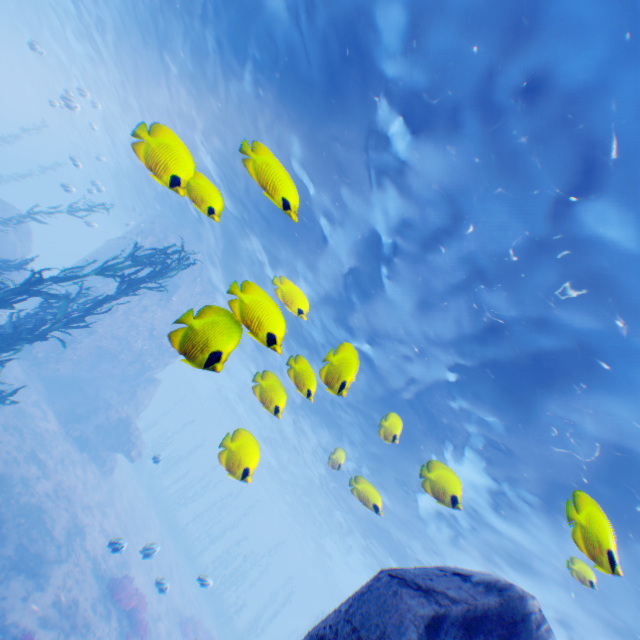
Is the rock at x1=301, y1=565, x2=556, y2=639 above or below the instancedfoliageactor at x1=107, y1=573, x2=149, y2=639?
above

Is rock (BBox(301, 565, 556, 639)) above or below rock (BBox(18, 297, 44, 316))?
above

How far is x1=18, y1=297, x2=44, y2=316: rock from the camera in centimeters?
1879cm

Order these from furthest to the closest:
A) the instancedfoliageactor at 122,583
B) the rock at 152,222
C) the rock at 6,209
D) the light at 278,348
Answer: the rock at 152,222, the rock at 6,209, the instancedfoliageactor at 122,583, the light at 278,348

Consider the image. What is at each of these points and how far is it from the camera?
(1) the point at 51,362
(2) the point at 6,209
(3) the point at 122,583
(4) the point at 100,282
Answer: (1) rock, 19.88m
(2) rock, 19.84m
(3) instancedfoliageactor, 12.91m
(4) rock, 24.02m

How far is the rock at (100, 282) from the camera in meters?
19.8

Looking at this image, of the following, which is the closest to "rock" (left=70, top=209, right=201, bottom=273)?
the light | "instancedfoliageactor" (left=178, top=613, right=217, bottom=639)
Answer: the light
